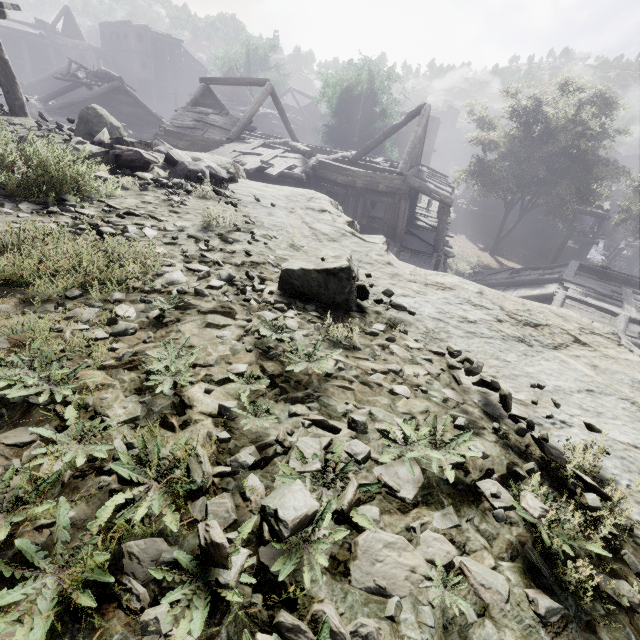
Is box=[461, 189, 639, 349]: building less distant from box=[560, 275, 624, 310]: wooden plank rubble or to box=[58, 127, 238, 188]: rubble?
box=[560, 275, 624, 310]: wooden plank rubble

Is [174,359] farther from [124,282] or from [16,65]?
[16,65]

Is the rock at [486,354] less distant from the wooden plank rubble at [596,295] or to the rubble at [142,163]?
the rubble at [142,163]

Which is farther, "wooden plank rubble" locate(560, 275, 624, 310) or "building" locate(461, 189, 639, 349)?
"wooden plank rubble" locate(560, 275, 624, 310)

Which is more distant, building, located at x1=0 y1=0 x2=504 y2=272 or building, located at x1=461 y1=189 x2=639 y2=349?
building, located at x1=0 y1=0 x2=504 y2=272

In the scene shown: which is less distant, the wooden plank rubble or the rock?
the rock

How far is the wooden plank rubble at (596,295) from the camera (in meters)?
14.06
